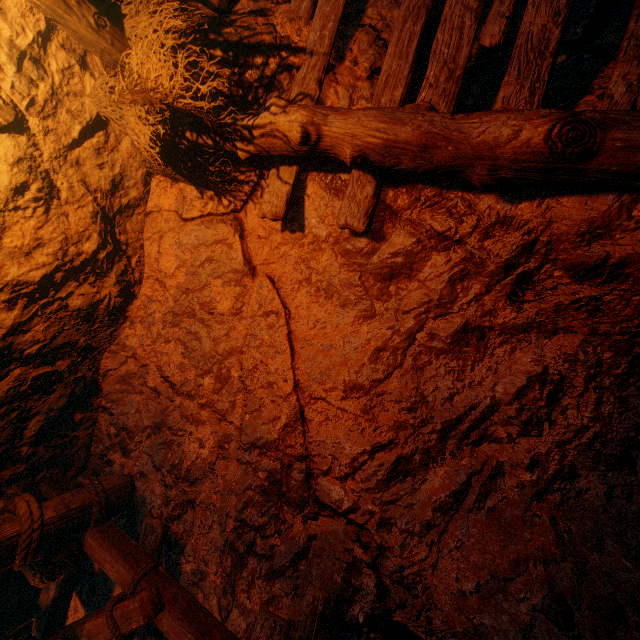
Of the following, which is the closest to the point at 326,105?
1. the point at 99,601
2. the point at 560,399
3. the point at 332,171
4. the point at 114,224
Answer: the point at 332,171
